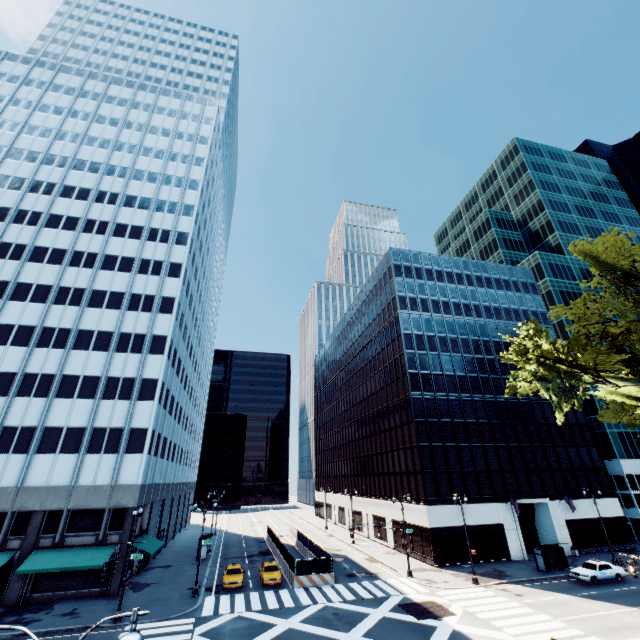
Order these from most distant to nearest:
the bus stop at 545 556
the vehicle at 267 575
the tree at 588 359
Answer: the bus stop at 545 556 < the vehicle at 267 575 < the tree at 588 359

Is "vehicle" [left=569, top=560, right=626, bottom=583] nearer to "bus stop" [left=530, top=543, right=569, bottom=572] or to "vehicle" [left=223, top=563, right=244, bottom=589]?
"bus stop" [left=530, top=543, right=569, bottom=572]

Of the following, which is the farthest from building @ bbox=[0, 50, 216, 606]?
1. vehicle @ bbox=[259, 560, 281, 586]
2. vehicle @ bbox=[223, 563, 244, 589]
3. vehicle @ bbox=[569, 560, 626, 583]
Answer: vehicle @ bbox=[569, 560, 626, 583]

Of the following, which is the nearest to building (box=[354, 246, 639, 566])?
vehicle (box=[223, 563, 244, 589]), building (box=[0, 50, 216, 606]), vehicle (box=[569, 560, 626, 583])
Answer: vehicle (box=[569, 560, 626, 583])

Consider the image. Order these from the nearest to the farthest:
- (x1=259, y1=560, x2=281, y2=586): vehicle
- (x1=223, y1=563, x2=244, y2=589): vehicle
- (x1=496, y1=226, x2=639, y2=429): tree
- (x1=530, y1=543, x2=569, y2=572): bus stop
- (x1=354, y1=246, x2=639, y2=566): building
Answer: (x1=496, y1=226, x2=639, y2=429): tree → (x1=223, y1=563, x2=244, y2=589): vehicle → (x1=259, y1=560, x2=281, y2=586): vehicle → (x1=530, y1=543, x2=569, y2=572): bus stop → (x1=354, y1=246, x2=639, y2=566): building

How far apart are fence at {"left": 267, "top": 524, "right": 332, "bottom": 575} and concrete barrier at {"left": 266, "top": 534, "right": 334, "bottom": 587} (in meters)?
0.01

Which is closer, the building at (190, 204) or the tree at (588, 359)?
the tree at (588, 359)

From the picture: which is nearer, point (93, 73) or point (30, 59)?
point (30, 59)
